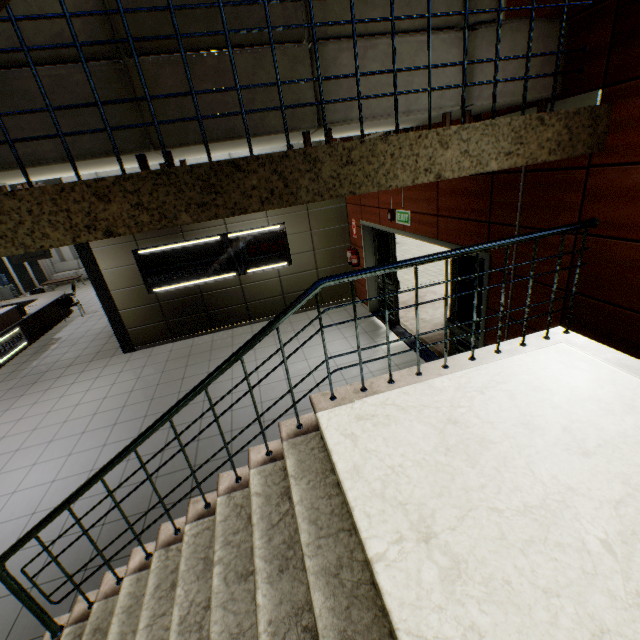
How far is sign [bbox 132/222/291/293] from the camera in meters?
7.4 m

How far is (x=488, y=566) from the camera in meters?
1.4 m

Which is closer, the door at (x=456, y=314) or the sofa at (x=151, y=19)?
the sofa at (x=151, y=19)

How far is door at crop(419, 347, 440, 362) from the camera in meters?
5.9

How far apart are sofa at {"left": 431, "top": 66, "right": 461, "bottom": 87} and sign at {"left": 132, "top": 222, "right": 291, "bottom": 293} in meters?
4.9 m

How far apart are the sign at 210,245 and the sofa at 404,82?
4.93m

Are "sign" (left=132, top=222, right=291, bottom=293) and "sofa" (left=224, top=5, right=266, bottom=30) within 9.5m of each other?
yes
